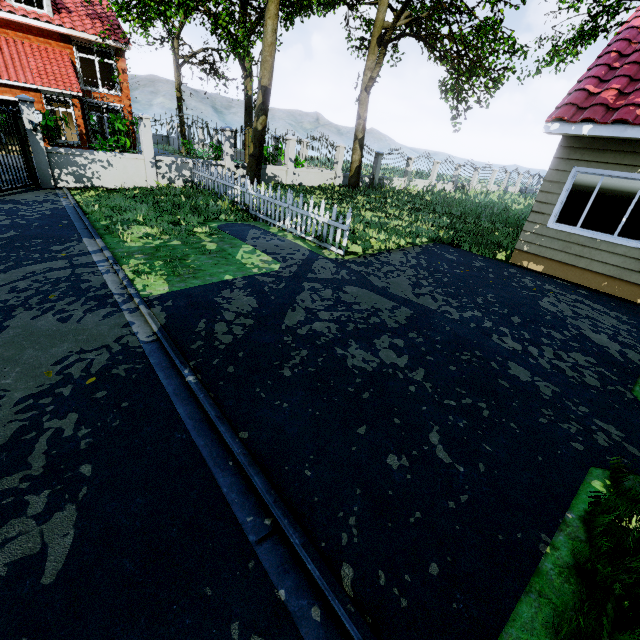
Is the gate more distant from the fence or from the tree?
the tree

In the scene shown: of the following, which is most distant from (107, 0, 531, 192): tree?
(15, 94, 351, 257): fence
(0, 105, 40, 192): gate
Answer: (0, 105, 40, 192): gate

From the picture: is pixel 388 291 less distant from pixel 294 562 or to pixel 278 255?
pixel 278 255

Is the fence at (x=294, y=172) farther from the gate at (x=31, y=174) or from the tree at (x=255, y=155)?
the tree at (x=255, y=155)

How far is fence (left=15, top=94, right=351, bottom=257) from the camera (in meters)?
8.80

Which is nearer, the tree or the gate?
the gate
